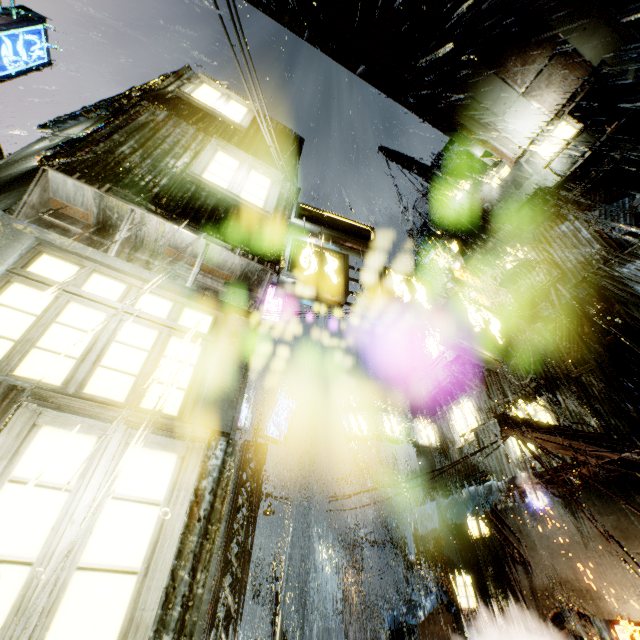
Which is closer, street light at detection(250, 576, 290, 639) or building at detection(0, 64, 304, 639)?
building at detection(0, 64, 304, 639)

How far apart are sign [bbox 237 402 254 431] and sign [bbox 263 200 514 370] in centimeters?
954cm

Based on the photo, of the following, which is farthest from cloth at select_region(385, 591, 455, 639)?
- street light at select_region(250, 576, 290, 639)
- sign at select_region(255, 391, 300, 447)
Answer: street light at select_region(250, 576, 290, 639)

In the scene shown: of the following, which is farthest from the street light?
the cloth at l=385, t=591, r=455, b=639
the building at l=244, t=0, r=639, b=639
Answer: the cloth at l=385, t=591, r=455, b=639

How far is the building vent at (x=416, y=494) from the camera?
21.99m

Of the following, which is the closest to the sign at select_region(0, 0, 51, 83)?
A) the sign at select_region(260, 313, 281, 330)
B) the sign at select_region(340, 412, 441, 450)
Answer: the sign at select_region(260, 313, 281, 330)

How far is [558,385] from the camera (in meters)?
12.17

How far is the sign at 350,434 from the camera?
16.1 meters
